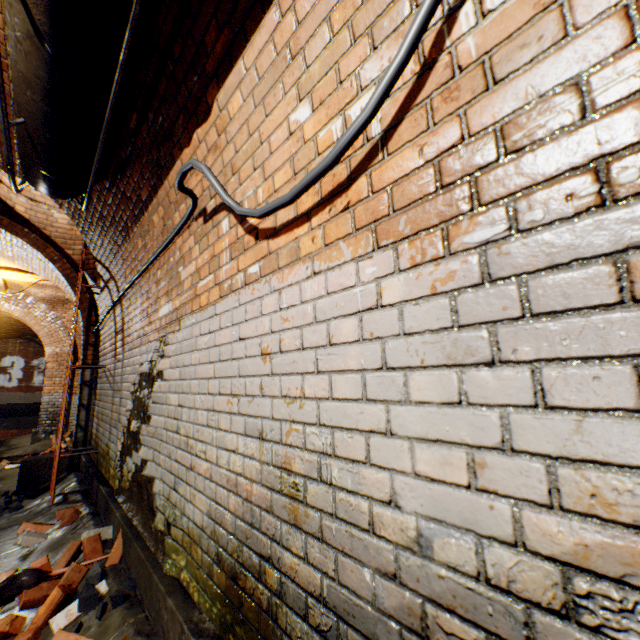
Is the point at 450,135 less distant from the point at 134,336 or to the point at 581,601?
the point at 581,601

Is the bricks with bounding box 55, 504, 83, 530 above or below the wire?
below

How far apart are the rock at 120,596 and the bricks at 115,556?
0.0m

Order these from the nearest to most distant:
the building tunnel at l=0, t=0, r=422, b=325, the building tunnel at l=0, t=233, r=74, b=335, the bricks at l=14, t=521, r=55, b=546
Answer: the building tunnel at l=0, t=0, r=422, b=325 → the bricks at l=14, t=521, r=55, b=546 → the building tunnel at l=0, t=233, r=74, b=335

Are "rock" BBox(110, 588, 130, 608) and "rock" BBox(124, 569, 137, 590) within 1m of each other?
yes

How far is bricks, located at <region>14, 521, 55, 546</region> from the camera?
3.33m

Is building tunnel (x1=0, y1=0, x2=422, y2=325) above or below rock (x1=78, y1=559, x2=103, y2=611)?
above

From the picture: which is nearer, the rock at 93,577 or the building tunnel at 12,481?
the rock at 93,577
